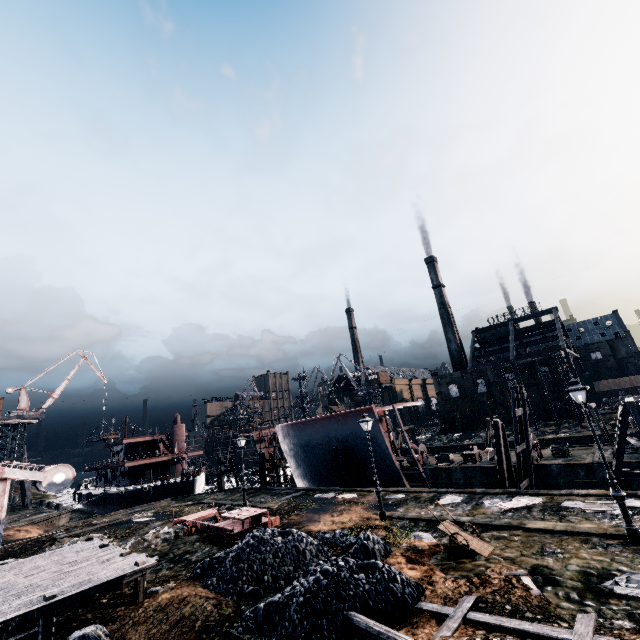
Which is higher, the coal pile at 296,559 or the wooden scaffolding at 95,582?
the wooden scaffolding at 95,582

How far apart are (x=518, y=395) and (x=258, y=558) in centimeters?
2576cm

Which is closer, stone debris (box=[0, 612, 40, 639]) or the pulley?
stone debris (box=[0, 612, 40, 639])

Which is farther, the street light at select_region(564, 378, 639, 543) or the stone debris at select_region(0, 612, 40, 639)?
the stone debris at select_region(0, 612, 40, 639)

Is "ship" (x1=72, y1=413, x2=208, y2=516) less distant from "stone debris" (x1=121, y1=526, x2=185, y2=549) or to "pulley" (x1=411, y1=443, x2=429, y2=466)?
"stone debris" (x1=121, y1=526, x2=185, y2=549)

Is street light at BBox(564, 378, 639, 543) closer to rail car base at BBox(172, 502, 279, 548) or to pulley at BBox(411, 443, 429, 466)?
rail car base at BBox(172, 502, 279, 548)

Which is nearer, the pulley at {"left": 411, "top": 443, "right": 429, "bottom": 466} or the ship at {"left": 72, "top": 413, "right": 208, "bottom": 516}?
the pulley at {"left": 411, "top": 443, "right": 429, "bottom": 466}

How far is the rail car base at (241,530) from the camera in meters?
17.4
